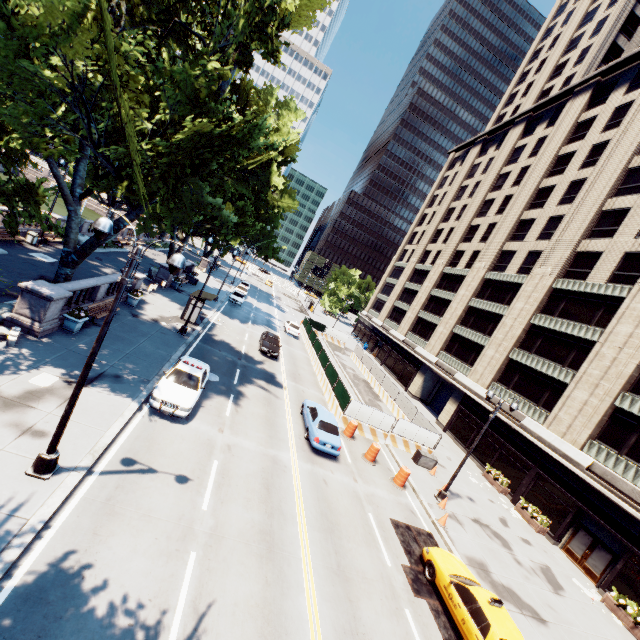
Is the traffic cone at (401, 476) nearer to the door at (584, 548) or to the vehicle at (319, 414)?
the vehicle at (319, 414)

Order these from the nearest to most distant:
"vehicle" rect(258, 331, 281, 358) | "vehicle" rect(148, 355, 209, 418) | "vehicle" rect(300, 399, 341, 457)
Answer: "vehicle" rect(148, 355, 209, 418)
"vehicle" rect(300, 399, 341, 457)
"vehicle" rect(258, 331, 281, 358)

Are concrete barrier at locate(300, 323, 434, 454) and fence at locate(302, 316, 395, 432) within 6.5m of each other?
yes

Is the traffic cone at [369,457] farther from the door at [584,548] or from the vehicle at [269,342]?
the door at [584,548]

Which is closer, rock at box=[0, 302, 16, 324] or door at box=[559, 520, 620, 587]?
rock at box=[0, 302, 16, 324]

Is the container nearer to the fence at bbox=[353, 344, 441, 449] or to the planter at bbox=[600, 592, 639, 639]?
the fence at bbox=[353, 344, 441, 449]

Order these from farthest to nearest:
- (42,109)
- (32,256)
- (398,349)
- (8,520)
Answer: (398,349) → (32,256) → (42,109) → (8,520)

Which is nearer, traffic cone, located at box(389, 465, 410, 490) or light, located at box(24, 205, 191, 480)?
light, located at box(24, 205, 191, 480)
